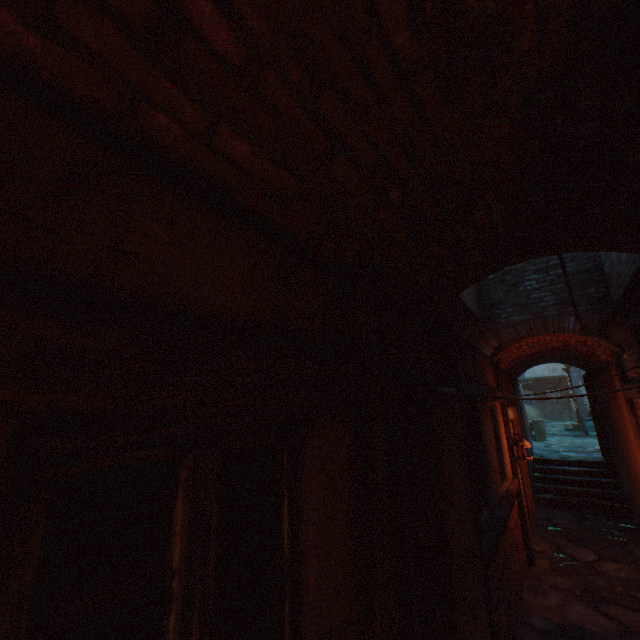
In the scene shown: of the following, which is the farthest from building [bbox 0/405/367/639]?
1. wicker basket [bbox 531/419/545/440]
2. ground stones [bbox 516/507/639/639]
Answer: wicker basket [bbox 531/419/545/440]

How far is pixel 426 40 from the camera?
1.1 meters

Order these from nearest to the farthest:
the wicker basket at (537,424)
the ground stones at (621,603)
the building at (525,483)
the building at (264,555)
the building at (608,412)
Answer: the building at (264,555) → the ground stones at (621,603) → the building at (608,412) → the building at (525,483) → the wicker basket at (537,424)

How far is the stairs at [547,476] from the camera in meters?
8.4

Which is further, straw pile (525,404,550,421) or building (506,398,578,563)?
straw pile (525,404,550,421)

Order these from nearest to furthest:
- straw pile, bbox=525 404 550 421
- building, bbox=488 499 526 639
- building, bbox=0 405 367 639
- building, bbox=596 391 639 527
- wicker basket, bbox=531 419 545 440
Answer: building, bbox=0 405 367 639
building, bbox=488 499 526 639
building, bbox=596 391 639 527
wicker basket, bbox=531 419 545 440
straw pile, bbox=525 404 550 421
